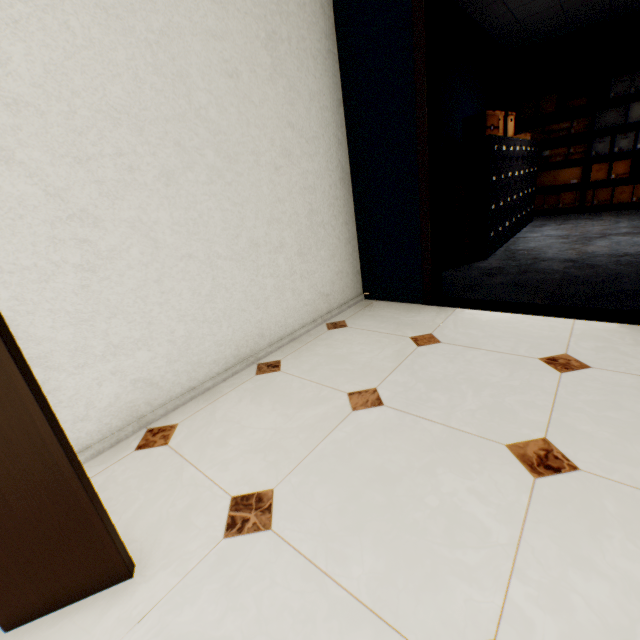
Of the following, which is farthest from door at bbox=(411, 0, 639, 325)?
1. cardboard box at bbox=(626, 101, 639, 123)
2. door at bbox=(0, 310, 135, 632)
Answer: cardboard box at bbox=(626, 101, 639, 123)

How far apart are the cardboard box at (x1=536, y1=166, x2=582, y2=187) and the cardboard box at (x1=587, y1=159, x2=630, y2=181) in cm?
11

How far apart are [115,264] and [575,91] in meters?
8.2 m

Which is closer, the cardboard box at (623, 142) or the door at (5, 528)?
the door at (5, 528)

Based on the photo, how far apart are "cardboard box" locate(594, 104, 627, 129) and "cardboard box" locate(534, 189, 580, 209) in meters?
1.0 m

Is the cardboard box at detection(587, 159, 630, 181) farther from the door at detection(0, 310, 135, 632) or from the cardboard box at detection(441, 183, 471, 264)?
the door at detection(0, 310, 135, 632)

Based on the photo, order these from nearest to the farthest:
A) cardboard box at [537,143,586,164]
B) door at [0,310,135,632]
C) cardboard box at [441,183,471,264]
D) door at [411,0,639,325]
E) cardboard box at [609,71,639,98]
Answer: door at [0,310,135,632], door at [411,0,639,325], cardboard box at [441,183,471,264], cardboard box at [609,71,639,98], cardboard box at [537,143,586,164]

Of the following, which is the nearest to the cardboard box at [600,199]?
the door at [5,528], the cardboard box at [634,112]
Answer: the cardboard box at [634,112]
